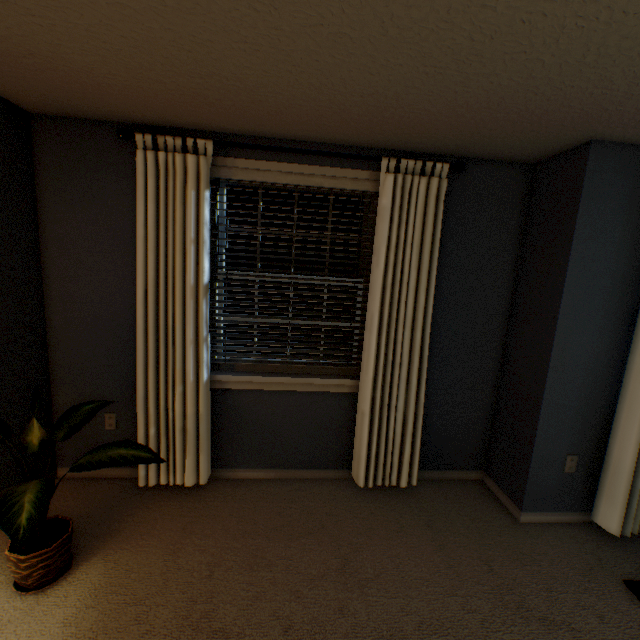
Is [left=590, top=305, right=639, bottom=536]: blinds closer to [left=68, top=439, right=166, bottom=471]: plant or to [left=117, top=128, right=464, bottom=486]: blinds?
[left=117, top=128, right=464, bottom=486]: blinds

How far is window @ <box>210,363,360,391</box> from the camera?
2.36m

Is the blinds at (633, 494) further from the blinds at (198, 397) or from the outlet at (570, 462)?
the blinds at (198, 397)

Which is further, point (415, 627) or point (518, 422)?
point (518, 422)

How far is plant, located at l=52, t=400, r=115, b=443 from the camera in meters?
1.7

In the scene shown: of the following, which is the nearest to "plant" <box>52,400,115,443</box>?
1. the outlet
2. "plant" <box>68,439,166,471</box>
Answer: "plant" <box>68,439,166,471</box>

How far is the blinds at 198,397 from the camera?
2.0 meters

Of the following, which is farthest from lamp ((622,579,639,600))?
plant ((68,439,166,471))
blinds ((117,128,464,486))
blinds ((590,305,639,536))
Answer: plant ((68,439,166,471))
